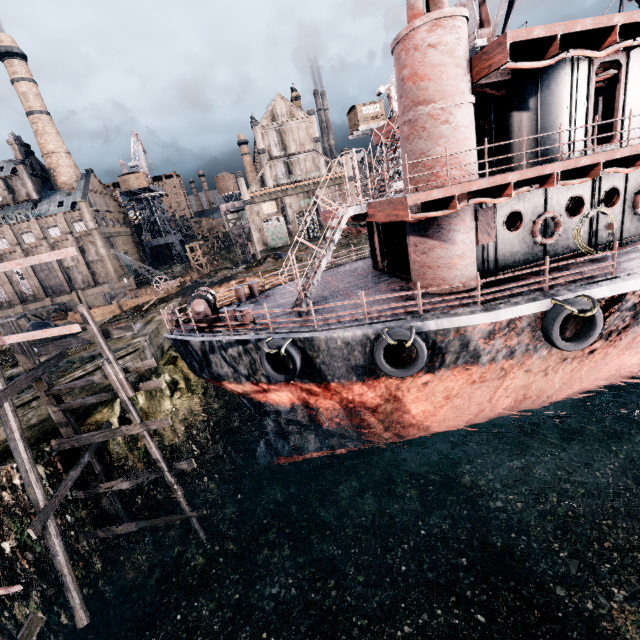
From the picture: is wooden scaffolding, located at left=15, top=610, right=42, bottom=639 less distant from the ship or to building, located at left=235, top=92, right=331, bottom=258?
the ship

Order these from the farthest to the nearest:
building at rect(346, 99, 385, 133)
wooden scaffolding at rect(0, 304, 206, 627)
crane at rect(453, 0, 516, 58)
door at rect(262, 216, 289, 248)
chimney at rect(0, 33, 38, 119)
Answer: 1. door at rect(262, 216, 289, 248)
2. chimney at rect(0, 33, 38, 119)
3. building at rect(346, 99, 385, 133)
4. crane at rect(453, 0, 516, 58)
5. wooden scaffolding at rect(0, 304, 206, 627)

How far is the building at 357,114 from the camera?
48.4 meters

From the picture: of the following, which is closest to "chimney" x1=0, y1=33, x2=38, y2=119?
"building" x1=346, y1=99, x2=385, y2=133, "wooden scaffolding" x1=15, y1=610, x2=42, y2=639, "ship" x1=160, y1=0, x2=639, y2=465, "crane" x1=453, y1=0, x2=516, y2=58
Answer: "building" x1=346, y1=99, x2=385, y2=133

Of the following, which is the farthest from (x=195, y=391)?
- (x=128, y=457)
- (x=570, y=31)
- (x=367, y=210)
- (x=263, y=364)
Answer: (x=570, y=31)

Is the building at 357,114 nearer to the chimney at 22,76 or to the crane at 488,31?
the crane at 488,31

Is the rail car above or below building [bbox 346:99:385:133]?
below

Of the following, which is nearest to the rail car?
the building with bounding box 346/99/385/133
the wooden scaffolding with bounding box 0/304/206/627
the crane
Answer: the building with bounding box 346/99/385/133
